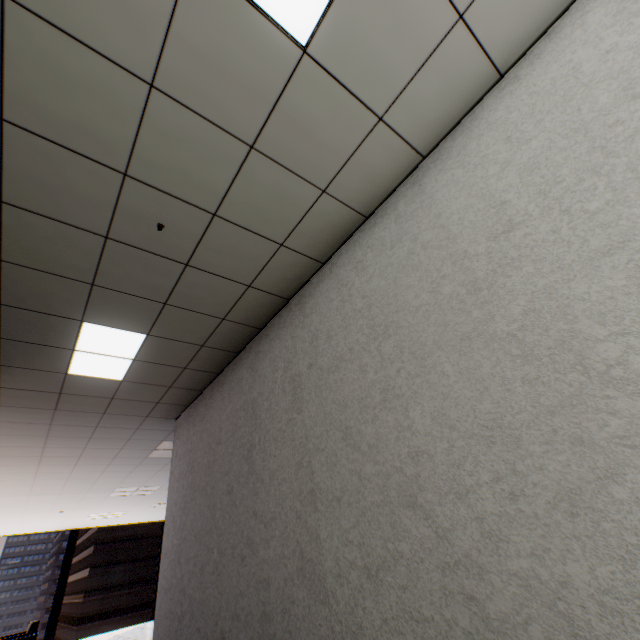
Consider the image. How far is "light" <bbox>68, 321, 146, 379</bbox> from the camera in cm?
280

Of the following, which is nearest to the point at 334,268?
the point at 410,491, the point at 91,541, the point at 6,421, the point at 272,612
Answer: the point at 410,491

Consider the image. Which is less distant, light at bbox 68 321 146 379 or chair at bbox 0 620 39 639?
light at bbox 68 321 146 379

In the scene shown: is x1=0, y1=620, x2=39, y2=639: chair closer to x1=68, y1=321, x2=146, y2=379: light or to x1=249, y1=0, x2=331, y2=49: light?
x1=68, y1=321, x2=146, y2=379: light

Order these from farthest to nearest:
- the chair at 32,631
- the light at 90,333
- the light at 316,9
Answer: the chair at 32,631
the light at 90,333
the light at 316,9

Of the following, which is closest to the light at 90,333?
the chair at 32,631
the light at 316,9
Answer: the light at 316,9

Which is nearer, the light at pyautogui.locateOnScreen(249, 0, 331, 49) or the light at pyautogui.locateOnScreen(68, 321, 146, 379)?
the light at pyautogui.locateOnScreen(249, 0, 331, 49)

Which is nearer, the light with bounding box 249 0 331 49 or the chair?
the light with bounding box 249 0 331 49
